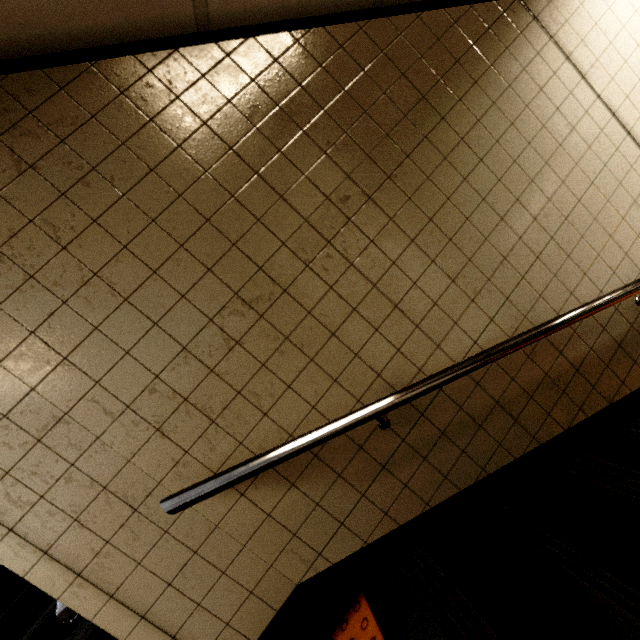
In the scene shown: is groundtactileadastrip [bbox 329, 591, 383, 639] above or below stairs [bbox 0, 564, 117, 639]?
below

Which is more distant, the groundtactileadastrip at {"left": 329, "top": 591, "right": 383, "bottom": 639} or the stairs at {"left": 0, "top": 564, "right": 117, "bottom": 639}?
the stairs at {"left": 0, "top": 564, "right": 117, "bottom": 639}

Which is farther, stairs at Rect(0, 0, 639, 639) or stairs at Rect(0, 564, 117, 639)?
stairs at Rect(0, 564, 117, 639)

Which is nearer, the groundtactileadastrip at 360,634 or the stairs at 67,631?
the groundtactileadastrip at 360,634

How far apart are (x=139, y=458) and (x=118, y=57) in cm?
160

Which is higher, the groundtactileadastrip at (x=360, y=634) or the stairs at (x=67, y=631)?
the stairs at (x=67, y=631)
